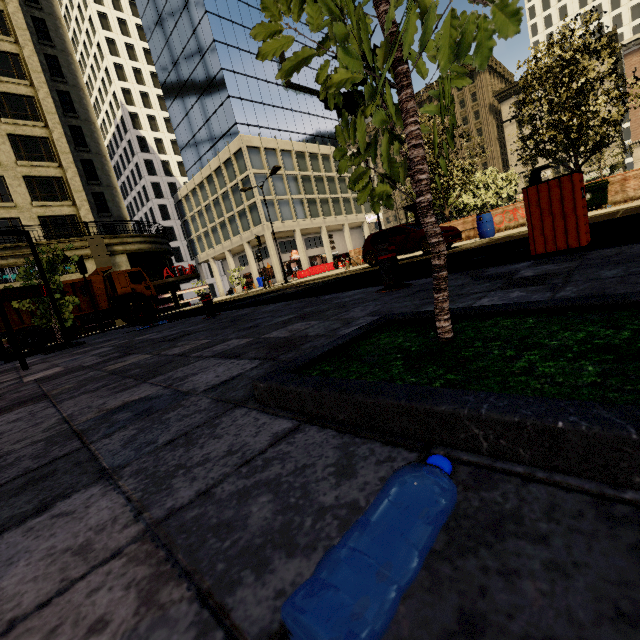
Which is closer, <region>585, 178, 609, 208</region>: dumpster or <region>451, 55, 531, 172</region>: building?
<region>585, 178, 609, 208</region>: dumpster

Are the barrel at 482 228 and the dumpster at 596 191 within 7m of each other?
yes

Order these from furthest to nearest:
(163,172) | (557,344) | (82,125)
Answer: (163,172), (82,125), (557,344)

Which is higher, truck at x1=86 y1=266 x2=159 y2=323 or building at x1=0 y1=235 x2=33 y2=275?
building at x1=0 y1=235 x2=33 y2=275

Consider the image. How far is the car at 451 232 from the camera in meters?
11.8 m

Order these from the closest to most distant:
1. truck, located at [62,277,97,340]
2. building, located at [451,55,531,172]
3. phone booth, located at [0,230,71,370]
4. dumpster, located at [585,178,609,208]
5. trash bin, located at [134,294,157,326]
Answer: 1. phone booth, located at [0,230,71,370]
2. trash bin, located at [134,294,157,326]
3. dumpster, located at [585,178,609,208]
4. truck, located at [62,277,97,340]
5. building, located at [451,55,531,172]

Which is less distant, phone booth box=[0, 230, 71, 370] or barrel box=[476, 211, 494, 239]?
phone booth box=[0, 230, 71, 370]

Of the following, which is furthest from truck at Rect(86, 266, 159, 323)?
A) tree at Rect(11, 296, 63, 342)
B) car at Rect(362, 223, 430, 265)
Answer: car at Rect(362, 223, 430, 265)
